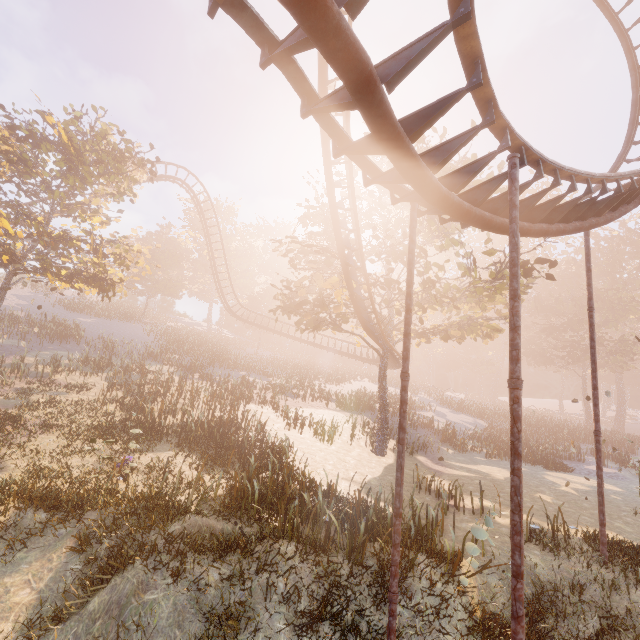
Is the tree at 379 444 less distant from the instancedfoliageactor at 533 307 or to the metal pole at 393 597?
the metal pole at 393 597

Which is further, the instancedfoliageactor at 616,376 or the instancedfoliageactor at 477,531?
the instancedfoliageactor at 616,376

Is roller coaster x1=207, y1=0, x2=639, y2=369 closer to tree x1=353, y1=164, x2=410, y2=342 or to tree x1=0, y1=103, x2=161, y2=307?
tree x1=353, y1=164, x2=410, y2=342

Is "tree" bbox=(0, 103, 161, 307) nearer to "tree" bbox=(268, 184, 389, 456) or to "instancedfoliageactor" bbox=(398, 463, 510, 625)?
"tree" bbox=(268, 184, 389, 456)

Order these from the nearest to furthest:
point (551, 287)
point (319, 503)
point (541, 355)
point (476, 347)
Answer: point (319, 503)
point (541, 355)
point (476, 347)
point (551, 287)

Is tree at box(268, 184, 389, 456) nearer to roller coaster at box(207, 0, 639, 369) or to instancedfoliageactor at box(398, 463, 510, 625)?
roller coaster at box(207, 0, 639, 369)

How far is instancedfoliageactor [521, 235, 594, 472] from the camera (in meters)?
27.23

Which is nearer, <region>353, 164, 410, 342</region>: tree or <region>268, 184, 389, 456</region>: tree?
<region>353, 164, 410, 342</region>: tree
